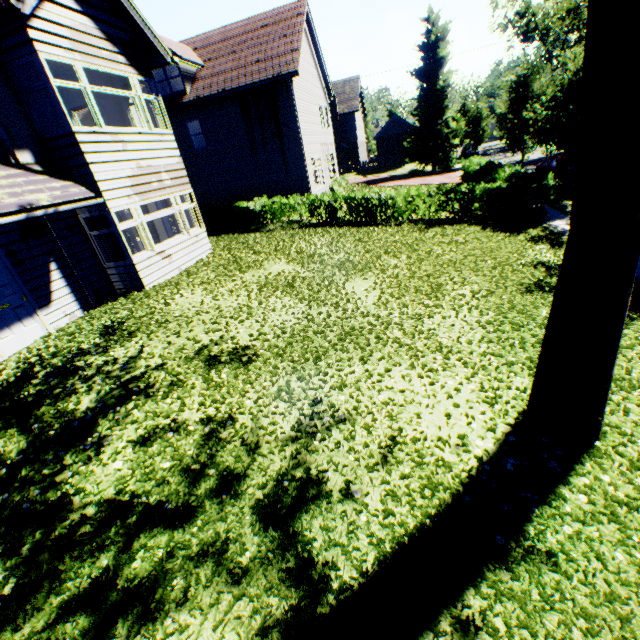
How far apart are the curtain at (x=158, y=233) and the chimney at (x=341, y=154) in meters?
35.6 m

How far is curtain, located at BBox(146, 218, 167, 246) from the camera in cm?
1369

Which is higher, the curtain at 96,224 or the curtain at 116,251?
the curtain at 96,224

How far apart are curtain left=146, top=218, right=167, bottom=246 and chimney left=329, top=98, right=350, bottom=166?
35.6m

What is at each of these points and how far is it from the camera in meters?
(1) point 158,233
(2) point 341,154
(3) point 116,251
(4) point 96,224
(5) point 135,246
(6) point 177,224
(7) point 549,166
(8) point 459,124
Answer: (1) curtain, 13.9 m
(2) chimney, 43.3 m
(3) curtain, 10.0 m
(4) curtain, 9.6 m
(5) curtain, 10.2 m
(6) curtain, 12.2 m
(7) car, 19.4 m
(8) tree, 35.0 m

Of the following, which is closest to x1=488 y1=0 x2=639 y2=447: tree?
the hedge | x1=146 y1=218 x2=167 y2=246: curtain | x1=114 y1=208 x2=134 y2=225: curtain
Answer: the hedge

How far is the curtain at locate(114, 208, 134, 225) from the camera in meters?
9.3 m

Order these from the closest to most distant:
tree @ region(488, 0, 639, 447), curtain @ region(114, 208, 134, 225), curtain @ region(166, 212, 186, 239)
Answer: tree @ region(488, 0, 639, 447) < curtain @ region(114, 208, 134, 225) < curtain @ region(166, 212, 186, 239)
